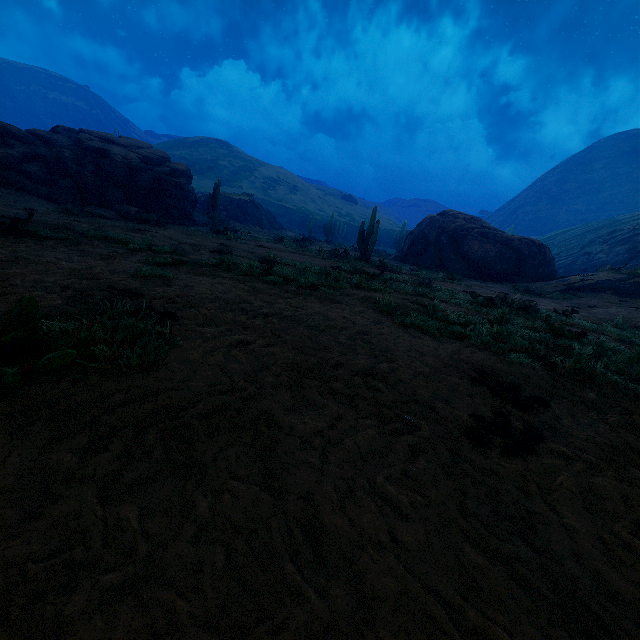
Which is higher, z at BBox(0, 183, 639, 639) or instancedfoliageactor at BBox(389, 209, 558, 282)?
instancedfoliageactor at BBox(389, 209, 558, 282)

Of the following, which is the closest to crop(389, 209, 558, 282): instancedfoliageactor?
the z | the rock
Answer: the rock

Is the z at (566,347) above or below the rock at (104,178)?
below

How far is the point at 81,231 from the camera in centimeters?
932cm

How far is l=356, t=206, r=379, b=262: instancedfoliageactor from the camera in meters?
17.0 m

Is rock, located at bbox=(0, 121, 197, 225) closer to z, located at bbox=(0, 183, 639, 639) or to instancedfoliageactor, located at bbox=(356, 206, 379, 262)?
instancedfoliageactor, located at bbox=(356, 206, 379, 262)

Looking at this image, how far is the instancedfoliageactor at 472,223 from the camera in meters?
20.9

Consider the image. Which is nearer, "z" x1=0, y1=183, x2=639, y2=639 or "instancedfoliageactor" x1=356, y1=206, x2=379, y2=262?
"z" x1=0, y1=183, x2=639, y2=639
